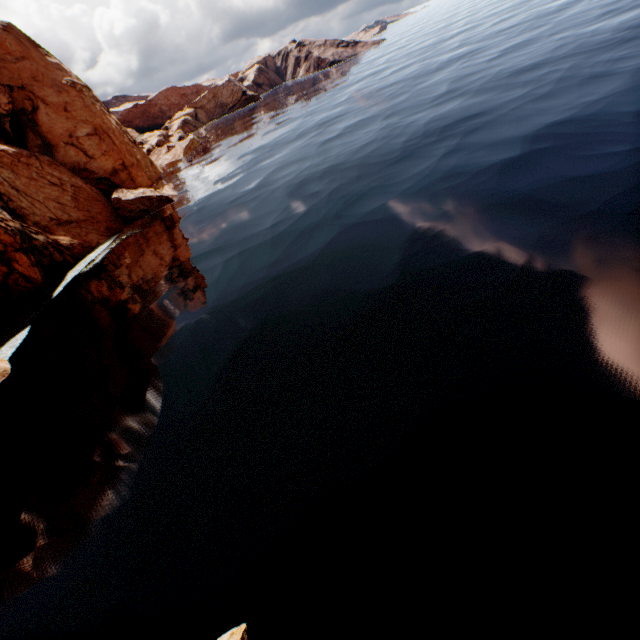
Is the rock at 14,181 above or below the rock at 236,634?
above

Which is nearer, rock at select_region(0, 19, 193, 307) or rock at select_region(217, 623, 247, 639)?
rock at select_region(217, 623, 247, 639)

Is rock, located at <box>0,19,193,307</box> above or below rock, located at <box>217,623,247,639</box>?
above

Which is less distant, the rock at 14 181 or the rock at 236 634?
the rock at 236 634

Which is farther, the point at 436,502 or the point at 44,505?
the point at 44,505
